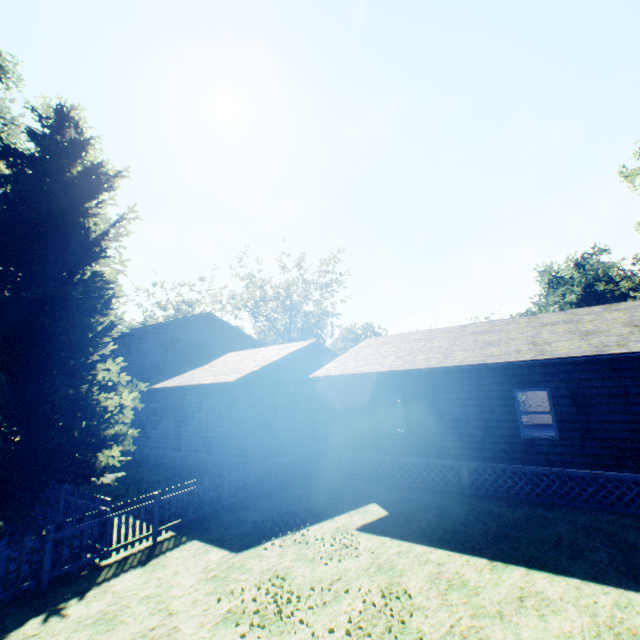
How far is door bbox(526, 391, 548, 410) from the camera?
19.5m

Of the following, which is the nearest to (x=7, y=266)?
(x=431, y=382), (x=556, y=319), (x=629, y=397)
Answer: (x=431, y=382)

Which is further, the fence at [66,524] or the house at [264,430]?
the house at [264,430]

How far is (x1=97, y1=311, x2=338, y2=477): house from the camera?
14.97m

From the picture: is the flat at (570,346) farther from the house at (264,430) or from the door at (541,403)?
the door at (541,403)

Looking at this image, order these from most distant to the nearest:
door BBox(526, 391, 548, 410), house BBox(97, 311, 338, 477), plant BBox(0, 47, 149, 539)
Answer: door BBox(526, 391, 548, 410), house BBox(97, 311, 338, 477), plant BBox(0, 47, 149, 539)

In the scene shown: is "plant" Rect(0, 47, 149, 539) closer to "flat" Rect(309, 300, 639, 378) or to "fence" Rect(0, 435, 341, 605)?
"fence" Rect(0, 435, 341, 605)

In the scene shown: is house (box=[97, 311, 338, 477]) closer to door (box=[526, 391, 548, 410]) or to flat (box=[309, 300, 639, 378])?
flat (box=[309, 300, 639, 378])
